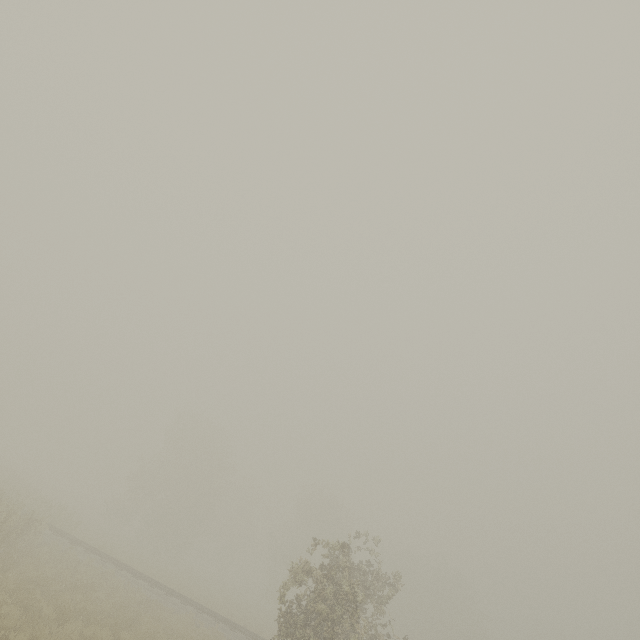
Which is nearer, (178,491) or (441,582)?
(178,491)
